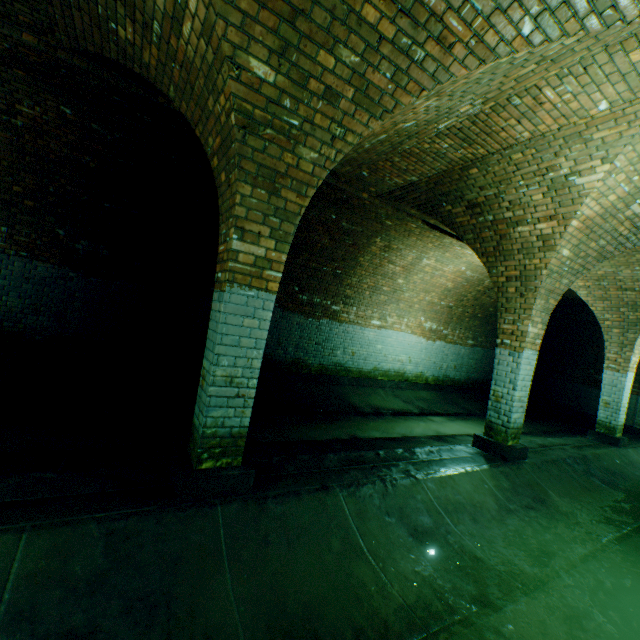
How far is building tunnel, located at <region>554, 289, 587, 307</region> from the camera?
11.1 meters

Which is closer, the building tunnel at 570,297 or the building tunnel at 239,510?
the building tunnel at 239,510

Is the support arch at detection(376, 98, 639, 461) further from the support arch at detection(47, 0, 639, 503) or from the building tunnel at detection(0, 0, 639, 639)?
the support arch at detection(47, 0, 639, 503)

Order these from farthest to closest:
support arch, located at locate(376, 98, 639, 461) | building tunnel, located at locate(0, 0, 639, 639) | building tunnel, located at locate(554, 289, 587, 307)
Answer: building tunnel, located at locate(554, 289, 587, 307) → support arch, located at locate(376, 98, 639, 461) → building tunnel, located at locate(0, 0, 639, 639)

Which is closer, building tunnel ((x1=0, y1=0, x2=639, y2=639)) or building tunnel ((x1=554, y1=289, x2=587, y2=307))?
building tunnel ((x1=0, y1=0, x2=639, y2=639))

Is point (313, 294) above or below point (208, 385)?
above

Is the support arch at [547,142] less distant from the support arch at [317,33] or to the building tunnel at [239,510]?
the building tunnel at [239,510]
